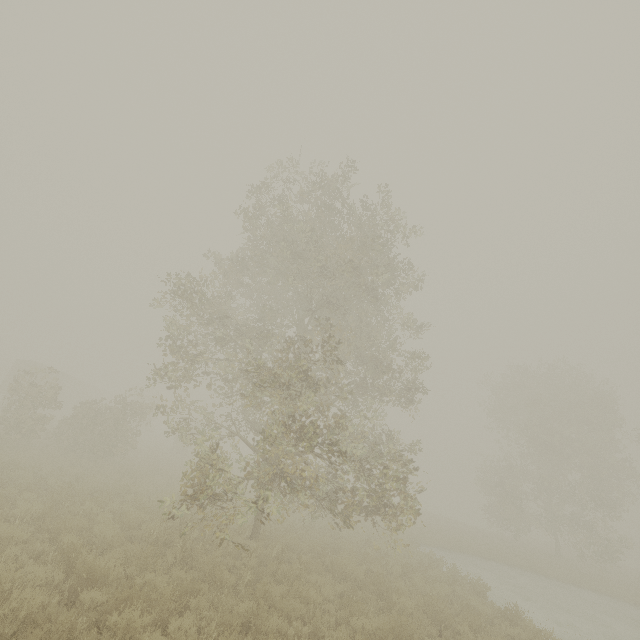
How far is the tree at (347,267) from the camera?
8.9m

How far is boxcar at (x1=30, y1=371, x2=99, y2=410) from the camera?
35.19m

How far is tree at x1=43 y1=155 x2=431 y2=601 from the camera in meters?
8.9 m

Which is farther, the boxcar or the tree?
the boxcar

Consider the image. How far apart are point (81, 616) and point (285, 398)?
5.7 meters

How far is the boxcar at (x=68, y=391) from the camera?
35.2 meters
